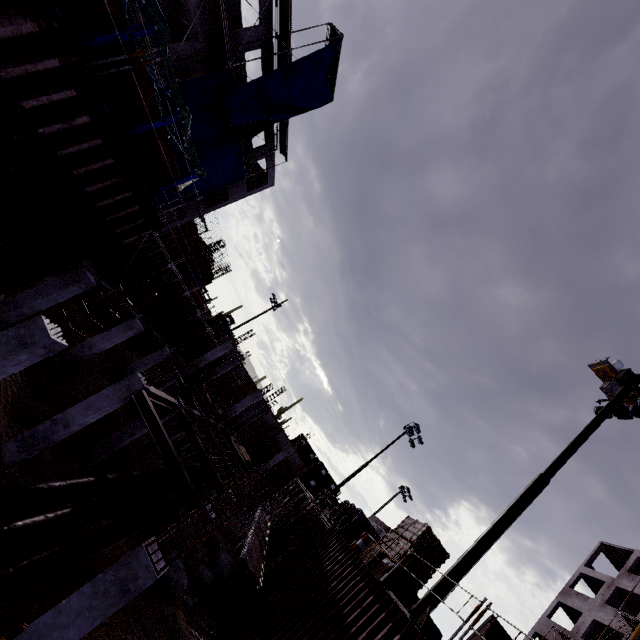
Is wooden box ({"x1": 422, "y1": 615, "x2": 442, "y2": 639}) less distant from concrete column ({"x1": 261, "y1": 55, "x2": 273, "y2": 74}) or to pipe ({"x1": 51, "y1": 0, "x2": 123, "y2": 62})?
pipe ({"x1": 51, "y1": 0, "x2": 123, "y2": 62})

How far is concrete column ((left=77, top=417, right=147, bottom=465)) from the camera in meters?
14.4

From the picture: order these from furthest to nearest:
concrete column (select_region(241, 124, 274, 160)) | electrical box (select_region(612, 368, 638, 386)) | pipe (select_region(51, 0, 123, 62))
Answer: concrete column (select_region(241, 124, 274, 160)), electrical box (select_region(612, 368, 638, 386)), pipe (select_region(51, 0, 123, 62))

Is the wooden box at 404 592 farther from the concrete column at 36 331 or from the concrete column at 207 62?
the concrete column at 207 62

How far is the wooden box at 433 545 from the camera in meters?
11.5 m

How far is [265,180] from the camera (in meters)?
30.58

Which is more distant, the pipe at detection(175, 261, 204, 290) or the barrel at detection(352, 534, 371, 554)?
the pipe at detection(175, 261, 204, 290)

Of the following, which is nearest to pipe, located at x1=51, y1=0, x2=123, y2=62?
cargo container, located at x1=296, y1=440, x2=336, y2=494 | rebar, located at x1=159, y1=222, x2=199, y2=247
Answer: rebar, located at x1=159, y1=222, x2=199, y2=247
